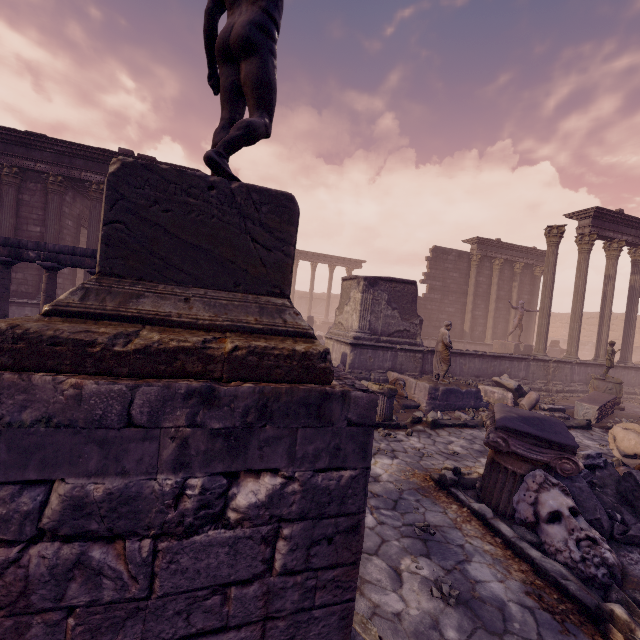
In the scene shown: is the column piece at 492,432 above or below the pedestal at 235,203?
below

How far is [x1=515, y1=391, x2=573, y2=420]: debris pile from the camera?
9.5m

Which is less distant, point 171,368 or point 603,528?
point 171,368

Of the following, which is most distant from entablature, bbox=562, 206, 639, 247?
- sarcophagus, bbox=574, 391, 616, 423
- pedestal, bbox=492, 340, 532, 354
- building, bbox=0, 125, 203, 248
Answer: building, bbox=0, 125, 203, 248

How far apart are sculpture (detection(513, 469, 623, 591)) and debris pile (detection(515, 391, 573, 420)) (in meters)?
6.14

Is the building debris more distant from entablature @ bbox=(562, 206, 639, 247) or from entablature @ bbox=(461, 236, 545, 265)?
entablature @ bbox=(461, 236, 545, 265)

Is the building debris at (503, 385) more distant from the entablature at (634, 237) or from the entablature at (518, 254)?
the entablature at (518, 254)

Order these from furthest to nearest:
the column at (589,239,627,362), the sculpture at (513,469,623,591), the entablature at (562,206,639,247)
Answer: the column at (589,239,627,362) < the entablature at (562,206,639,247) < the sculpture at (513,469,623,591)
